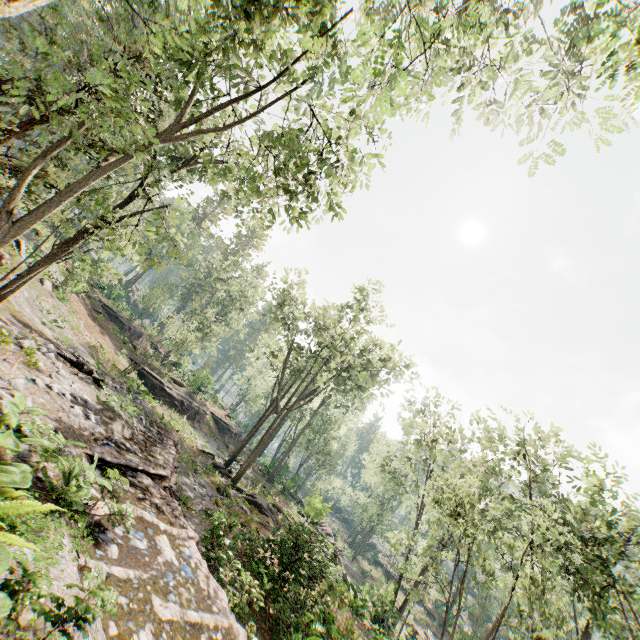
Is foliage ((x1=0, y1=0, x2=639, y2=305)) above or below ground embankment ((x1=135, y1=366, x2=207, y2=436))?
above

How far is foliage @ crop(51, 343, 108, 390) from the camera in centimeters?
1230cm

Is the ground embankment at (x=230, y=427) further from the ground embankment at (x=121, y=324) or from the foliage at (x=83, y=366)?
the ground embankment at (x=121, y=324)

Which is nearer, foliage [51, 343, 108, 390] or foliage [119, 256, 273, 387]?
foliage [51, 343, 108, 390]

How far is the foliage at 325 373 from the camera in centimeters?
2397cm

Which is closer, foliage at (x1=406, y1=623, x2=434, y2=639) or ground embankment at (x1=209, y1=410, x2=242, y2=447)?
foliage at (x1=406, y1=623, x2=434, y2=639)

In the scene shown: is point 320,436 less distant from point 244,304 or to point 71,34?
point 244,304

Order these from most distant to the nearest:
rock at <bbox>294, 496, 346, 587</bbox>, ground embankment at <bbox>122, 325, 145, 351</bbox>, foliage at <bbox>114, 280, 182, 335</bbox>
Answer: ground embankment at <bbox>122, 325, 145, 351</bbox>, foliage at <bbox>114, 280, 182, 335</bbox>, rock at <bbox>294, 496, 346, 587</bbox>
